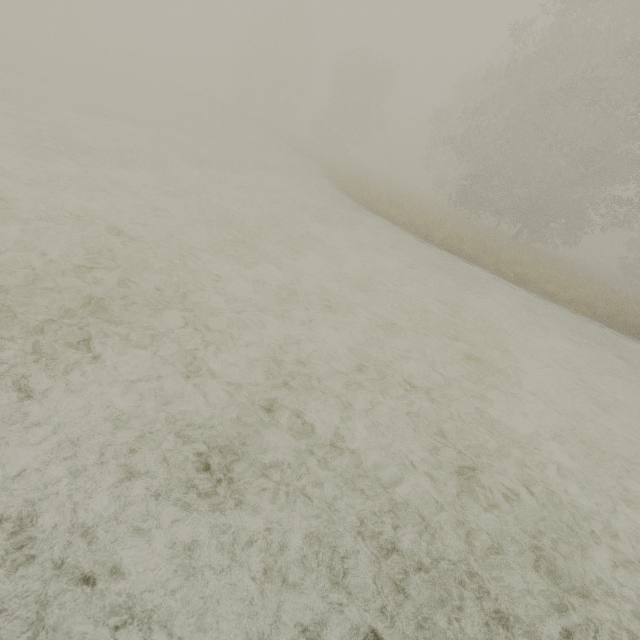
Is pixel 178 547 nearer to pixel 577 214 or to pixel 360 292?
pixel 360 292
